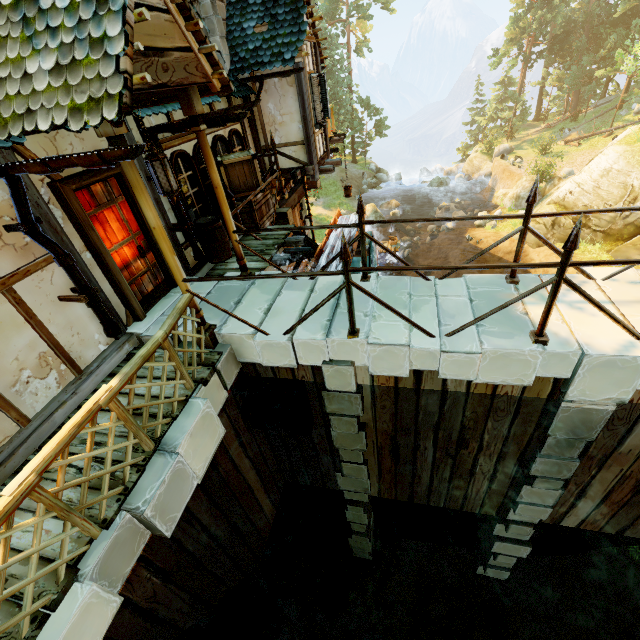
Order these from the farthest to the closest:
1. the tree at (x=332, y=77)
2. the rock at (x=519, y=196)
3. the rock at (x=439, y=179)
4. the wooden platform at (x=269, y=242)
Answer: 1. the tree at (x=332, y=77)
2. the rock at (x=439, y=179)
3. the rock at (x=519, y=196)
4. the wooden platform at (x=269, y=242)

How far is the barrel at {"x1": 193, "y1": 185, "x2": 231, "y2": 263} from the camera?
5.99m

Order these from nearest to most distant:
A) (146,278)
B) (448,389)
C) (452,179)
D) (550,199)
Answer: (448,389) → (146,278) → (550,199) → (452,179)

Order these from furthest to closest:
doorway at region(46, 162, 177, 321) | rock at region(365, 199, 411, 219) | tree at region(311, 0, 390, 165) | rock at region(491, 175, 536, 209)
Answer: tree at region(311, 0, 390, 165) → rock at region(365, 199, 411, 219) → rock at region(491, 175, 536, 209) → doorway at region(46, 162, 177, 321)

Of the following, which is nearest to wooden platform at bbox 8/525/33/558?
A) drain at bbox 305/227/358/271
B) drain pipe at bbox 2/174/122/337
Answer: drain pipe at bbox 2/174/122/337

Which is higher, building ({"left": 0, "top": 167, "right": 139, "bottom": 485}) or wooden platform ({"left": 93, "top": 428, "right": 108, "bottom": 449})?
building ({"left": 0, "top": 167, "right": 139, "bottom": 485})

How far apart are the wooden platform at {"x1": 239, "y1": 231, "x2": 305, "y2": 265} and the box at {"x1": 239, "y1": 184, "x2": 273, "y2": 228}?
0.3m

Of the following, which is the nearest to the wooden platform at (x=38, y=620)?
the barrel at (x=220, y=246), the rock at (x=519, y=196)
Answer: the barrel at (x=220, y=246)
